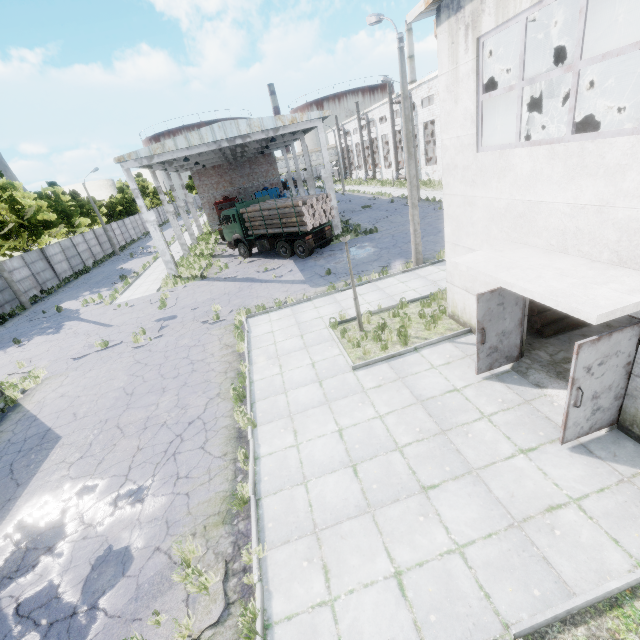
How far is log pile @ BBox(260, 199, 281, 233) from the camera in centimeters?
2055cm

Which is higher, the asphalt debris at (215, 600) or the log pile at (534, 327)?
the log pile at (534, 327)

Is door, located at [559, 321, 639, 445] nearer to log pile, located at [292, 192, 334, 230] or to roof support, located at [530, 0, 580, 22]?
roof support, located at [530, 0, 580, 22]

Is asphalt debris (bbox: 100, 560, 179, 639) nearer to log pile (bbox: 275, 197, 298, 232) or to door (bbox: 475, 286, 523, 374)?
door (bbox: 475, 286, 523, 374)

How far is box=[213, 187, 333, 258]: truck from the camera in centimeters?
2077cm

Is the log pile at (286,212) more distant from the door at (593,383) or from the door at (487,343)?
the door at (593,383)

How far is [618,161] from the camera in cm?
468
